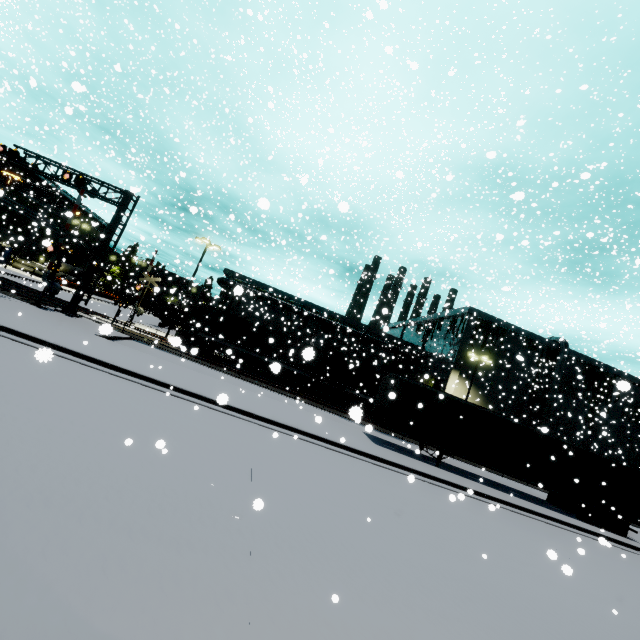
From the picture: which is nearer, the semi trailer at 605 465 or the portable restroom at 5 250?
the semi trailer at 605 465

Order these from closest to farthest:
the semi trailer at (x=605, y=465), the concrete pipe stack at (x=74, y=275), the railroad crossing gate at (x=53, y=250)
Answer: the semi trailer at (x=605, y=465)
the railroad crossing gate at (x=53, y=250)
the concrete pipe stack at (x=74, y=275)

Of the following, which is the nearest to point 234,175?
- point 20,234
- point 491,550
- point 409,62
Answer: point 409,62

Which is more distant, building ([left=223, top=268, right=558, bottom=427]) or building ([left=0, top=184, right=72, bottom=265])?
building ([left=0, top=184, right=72, bottom=265])

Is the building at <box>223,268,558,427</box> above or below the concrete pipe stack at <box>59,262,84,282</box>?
above

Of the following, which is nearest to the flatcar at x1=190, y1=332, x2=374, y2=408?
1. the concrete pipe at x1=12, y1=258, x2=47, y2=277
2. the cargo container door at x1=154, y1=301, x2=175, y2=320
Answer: the cargo container door at x1=154, y1=301, x2=175, y2=320

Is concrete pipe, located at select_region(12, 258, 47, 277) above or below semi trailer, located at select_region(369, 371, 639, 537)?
below

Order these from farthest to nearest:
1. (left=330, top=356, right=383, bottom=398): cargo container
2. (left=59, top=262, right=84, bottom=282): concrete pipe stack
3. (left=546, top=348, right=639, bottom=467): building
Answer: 1. (left=59, top=262, right=84, bottom=282): concrete pipe stack
2. (left=546, top=348, right=639, bottom=467): building
3. (left=330, top=356, right=383, bottom=398): cargo container
